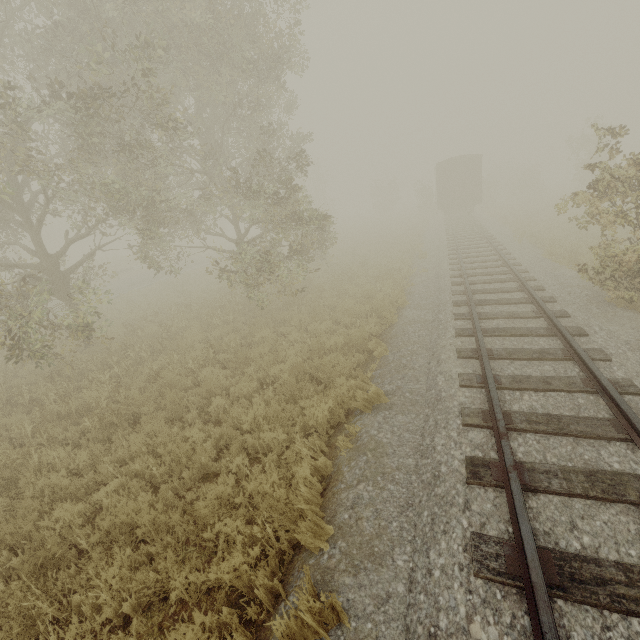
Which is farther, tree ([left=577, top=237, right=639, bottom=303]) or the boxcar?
the boxcar

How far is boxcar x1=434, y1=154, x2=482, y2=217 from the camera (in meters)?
25.48

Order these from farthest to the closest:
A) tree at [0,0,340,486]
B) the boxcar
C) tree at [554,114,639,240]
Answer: the boxcar → tree at [0,0,340,486] → tree at [554,114,639,240]

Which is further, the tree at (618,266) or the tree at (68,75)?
the tree at (68,75)

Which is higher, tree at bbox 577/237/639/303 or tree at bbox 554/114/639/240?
tree at bbox 554/114/639/240

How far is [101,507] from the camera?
5.3 meters

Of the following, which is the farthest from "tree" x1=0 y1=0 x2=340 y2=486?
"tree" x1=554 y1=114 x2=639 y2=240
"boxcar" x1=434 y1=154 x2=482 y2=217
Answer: "boxcar" x1=434 y1=154 x2=482 y2=217

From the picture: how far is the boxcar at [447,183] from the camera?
25.5m
